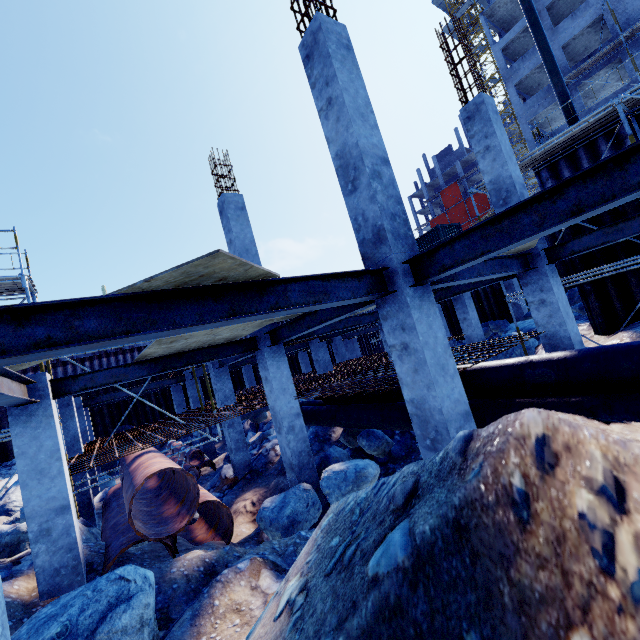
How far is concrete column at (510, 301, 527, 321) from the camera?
17.1m

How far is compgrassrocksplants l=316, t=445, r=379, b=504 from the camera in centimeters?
708cm

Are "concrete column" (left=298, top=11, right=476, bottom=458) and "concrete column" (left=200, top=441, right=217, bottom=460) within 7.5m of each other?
no

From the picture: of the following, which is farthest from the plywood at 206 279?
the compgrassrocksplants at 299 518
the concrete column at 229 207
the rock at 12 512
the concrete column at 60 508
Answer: the rock at 12 512

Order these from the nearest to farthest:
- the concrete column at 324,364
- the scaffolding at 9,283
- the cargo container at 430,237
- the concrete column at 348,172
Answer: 1. the concrete column at 348,172
2. the scaffolding at 9,283
3. the concrete column at 324,364
4. the cargo container at 430,237

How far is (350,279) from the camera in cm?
435

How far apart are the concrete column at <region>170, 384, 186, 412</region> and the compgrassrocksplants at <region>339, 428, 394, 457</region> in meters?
14.9

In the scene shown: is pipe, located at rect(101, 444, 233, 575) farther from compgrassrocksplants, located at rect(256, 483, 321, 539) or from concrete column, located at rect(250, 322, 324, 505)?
concrete column, located at rect(250, 322, 324, 505)
